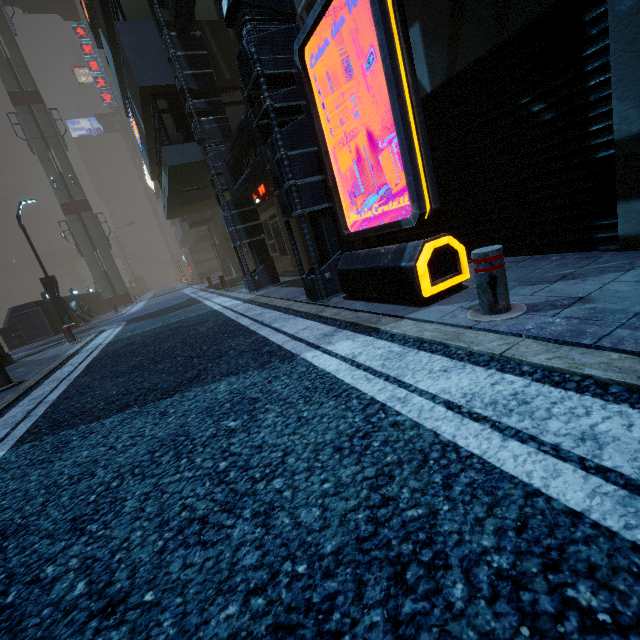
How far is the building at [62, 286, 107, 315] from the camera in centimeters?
2267cm

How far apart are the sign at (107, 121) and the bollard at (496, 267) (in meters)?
70.32

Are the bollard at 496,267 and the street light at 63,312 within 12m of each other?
no

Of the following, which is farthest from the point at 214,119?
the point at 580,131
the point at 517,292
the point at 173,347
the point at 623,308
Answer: the point at 623,308

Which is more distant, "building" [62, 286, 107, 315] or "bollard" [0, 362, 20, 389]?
"building" [62, 286, 107, 315]

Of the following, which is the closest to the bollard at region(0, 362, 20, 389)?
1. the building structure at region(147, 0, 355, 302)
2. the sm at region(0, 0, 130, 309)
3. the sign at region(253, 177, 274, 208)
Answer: the building structure at region(147, 0, 355, 302)

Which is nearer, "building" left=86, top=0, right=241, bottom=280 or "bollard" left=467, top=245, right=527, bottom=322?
"bollard" left=467, top=245, right=527, bottom=322

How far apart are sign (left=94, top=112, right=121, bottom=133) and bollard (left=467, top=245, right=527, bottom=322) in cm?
7032
